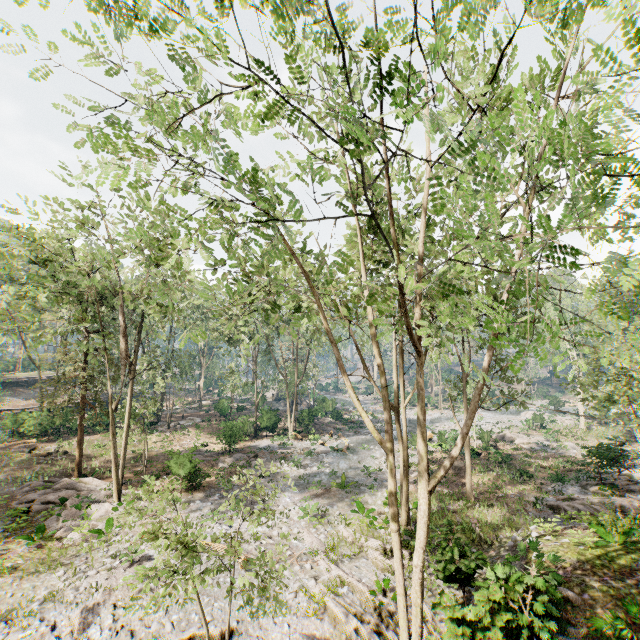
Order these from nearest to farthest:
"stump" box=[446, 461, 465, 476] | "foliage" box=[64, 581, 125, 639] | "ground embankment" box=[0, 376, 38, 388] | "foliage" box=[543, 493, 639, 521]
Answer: "foliage" box=[64, 581, 125, 639] < "foliage" box=[543, 493, 639, 521] < "stump" box=[446, 461, 465, 476] < "ground embankment" box=[0, 376, 38, 388]

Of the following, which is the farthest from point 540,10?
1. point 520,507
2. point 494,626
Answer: point 520,507

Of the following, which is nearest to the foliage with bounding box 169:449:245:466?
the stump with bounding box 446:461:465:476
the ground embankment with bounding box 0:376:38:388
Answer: the ground embankment with bounding box 0:376:38:388

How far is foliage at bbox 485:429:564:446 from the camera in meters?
33.0 m

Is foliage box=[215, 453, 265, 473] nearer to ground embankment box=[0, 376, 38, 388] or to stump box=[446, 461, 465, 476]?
ground embankment box=[0, 376, 38, 388]

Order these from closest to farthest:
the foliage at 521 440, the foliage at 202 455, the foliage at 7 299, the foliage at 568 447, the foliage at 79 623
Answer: the foliage at 7 299, the foliage at 79 623, the foliage at 568 447, the foliage at 202 455, the foliage at 521 440

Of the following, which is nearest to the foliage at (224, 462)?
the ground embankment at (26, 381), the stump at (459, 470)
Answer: the ground embankment at (26, 381)
